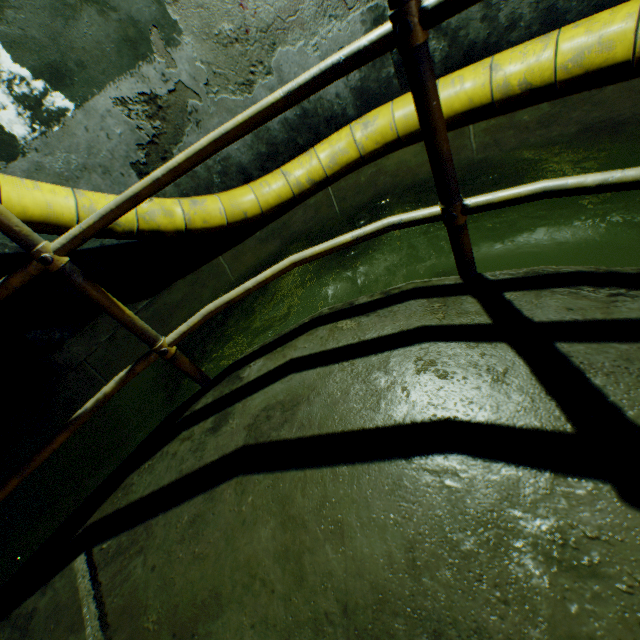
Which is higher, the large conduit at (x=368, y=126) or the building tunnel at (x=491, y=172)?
the large conduit at (x=368, y=126)

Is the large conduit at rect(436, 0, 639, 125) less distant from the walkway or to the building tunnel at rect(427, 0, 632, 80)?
the building tunnel at rect(427, 0, 632, 80)

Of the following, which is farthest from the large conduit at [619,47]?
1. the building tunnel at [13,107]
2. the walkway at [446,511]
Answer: the walkway at [446,511]

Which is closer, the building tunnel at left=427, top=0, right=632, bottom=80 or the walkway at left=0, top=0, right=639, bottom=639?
the walkway at left=0, top=0, right=639, bottom=639

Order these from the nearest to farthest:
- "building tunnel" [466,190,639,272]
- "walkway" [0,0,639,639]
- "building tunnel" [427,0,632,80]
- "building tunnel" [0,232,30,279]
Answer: "walkway" [0,0,639,639] < "building tunnel" [466,190,639,272] < "building tunnel" [427,0,632,80] < "building tunnel" [0,232,30,279]

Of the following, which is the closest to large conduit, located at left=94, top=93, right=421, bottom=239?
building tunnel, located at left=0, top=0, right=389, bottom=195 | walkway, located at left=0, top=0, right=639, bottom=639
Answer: building tunnel, located at left=0, top=0, right=389, bottom=195

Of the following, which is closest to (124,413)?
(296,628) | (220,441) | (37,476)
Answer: (37,476)
